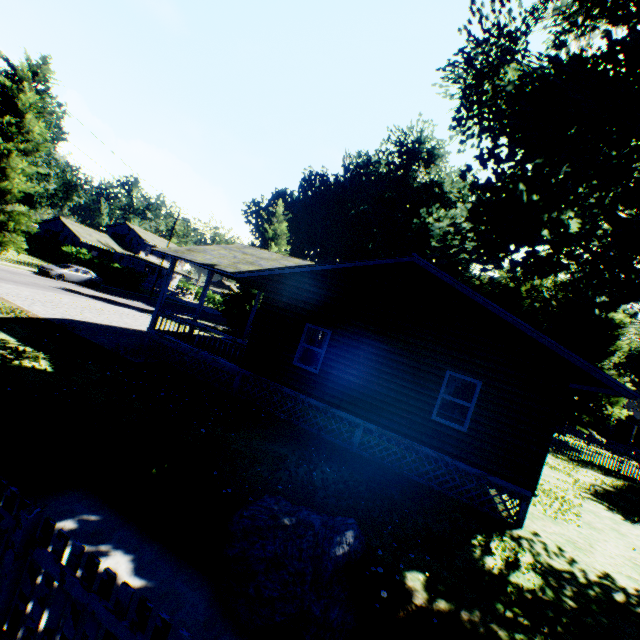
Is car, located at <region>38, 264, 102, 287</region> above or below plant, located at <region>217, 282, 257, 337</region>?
below

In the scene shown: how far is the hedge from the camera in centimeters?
4059cm

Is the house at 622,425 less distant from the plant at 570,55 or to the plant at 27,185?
the plant at 570,55

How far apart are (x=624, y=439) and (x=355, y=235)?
50.54m

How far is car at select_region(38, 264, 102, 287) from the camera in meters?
27.9

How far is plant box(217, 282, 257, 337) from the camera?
29.7 meters

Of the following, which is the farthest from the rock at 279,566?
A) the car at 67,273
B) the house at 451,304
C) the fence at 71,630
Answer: the car at 67,273
